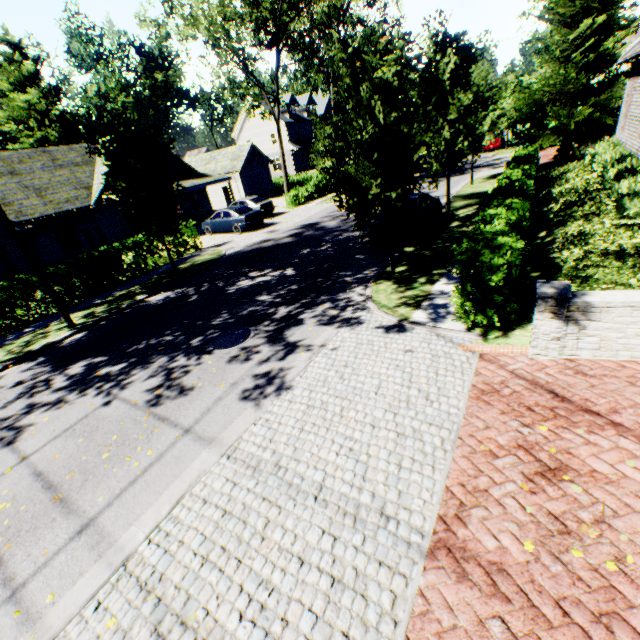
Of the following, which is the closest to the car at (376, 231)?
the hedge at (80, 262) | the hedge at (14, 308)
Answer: the hedge at (80, 262)

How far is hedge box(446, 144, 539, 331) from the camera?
6.16m

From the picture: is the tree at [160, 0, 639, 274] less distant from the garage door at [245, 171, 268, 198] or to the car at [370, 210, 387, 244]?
the car at [370, 210, 387, 244]

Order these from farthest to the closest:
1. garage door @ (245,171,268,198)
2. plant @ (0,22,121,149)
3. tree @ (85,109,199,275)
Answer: plant @ (0,22,121,149) < garage door @ (245,171,268,198) < tree @ (85,109,199,275)

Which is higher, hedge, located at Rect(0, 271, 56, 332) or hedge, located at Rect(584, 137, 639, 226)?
hedge, located at Rect(584, 137, 639, 226)

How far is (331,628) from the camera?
3.1m

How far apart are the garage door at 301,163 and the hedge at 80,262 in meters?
39.6

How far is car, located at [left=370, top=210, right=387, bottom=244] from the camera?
12.4m
